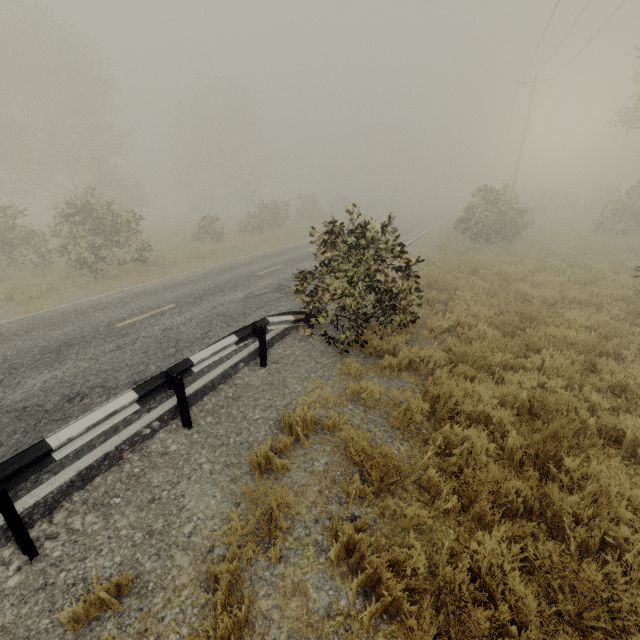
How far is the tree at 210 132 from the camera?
27.05m

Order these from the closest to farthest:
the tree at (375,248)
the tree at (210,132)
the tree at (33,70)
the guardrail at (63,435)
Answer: the guardrail at (63,435)
the tree at (375,248)
the tree at (33,70)
the tree at (210,132)

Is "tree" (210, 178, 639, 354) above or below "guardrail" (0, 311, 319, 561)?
above

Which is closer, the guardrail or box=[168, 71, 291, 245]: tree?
the guardrail

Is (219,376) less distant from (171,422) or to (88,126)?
(171,422)

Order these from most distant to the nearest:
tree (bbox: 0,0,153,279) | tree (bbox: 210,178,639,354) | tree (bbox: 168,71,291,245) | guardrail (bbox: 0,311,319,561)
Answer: tree (bbox: 168,71,291,245)
tree (bbox: 0,0,153,279)
tree (bbox: 210,178,639,354)
guardrail (bbox: 0,311,319,561)
